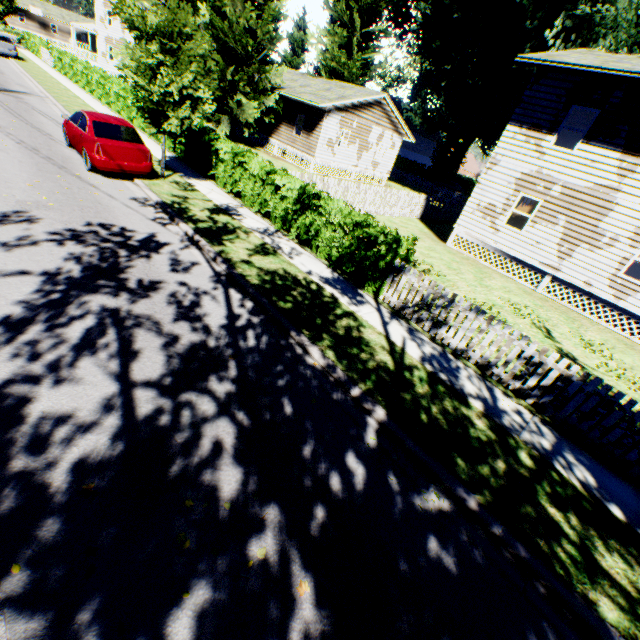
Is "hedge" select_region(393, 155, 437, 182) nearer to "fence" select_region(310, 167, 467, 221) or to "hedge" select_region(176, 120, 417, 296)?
"fence" select_region(310, 167, 467, 221)

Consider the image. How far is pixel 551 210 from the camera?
14.11m

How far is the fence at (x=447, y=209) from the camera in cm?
1563

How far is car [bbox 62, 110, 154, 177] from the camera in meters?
10.3

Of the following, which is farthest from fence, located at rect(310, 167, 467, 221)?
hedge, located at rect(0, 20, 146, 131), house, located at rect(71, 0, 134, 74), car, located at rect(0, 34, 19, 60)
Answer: car, located at rect(0, 34, 19, 60)

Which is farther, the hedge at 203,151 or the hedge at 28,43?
the hedge at 28,43

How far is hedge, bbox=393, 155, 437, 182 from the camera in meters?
55.4

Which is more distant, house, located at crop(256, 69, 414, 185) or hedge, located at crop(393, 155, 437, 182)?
hedge, located at crop(393, 155, 437, 182)
